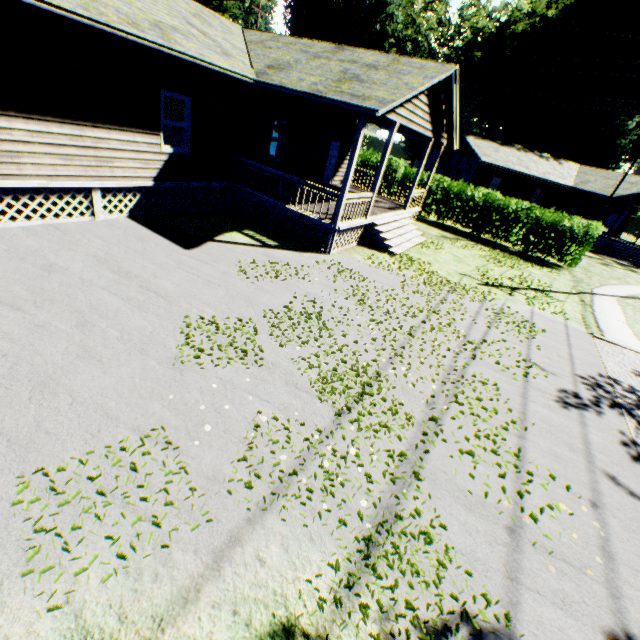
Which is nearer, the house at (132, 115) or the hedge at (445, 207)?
the house at (132, 115)

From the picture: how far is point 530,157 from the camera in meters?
32.3 m

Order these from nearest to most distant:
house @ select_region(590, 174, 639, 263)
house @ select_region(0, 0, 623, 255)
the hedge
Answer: house @ select_region(0, 0, 623, 255) → the hedge → house @ select_region(590, 174, 639, 263)

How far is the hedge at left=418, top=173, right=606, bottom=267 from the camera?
18.6 meters

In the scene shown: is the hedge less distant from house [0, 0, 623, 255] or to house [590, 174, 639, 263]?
house [0, 0, 623, 255]

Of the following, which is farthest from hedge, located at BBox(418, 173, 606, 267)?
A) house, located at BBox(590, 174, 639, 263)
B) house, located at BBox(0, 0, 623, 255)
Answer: house, located at BBox(590, 174, 639, 263)

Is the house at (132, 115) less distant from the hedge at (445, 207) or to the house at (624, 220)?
the hedge at (445, 207)
